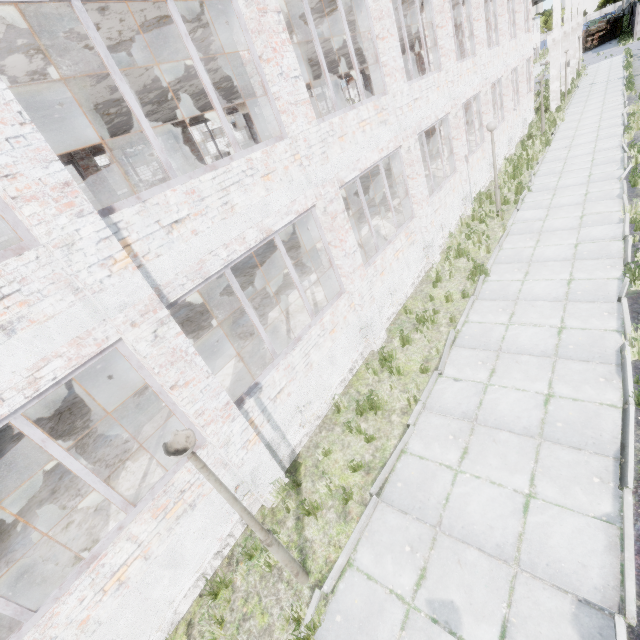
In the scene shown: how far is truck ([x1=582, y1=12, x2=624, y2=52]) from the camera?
47.91m

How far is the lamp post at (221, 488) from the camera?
3.3 meters

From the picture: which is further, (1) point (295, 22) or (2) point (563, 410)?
(1) point (295, 22)

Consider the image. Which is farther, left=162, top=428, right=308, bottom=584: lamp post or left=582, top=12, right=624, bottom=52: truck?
left=582, top=12, right=624, bottom=52: truck

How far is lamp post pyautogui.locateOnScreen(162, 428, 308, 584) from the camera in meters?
3.3

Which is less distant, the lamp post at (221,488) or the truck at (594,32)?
the lamp post at (221,488)
